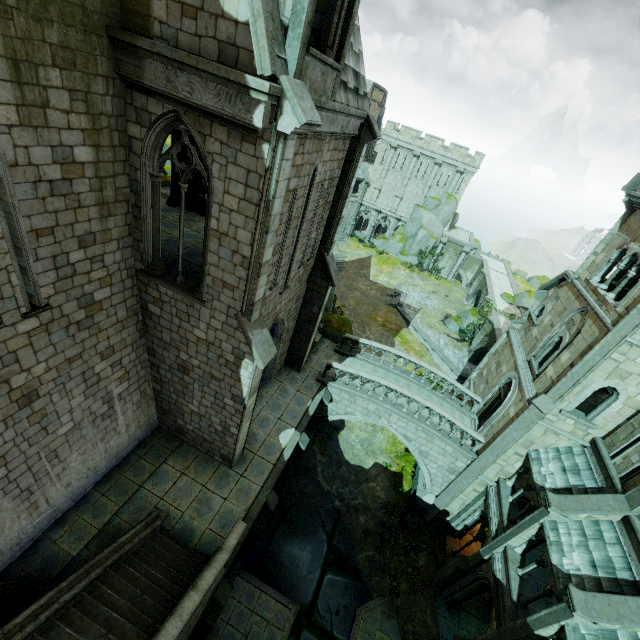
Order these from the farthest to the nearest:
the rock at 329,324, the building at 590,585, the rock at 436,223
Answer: the rock at 436,223
the rock at 329,324
the building at 590,585

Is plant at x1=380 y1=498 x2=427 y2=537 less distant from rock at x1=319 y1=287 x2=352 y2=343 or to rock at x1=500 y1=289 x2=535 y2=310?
rock at x1=319 y1=287 x2=352 y2=343

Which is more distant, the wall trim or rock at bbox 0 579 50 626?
the wall trim

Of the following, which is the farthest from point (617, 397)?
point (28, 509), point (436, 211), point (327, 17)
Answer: Result: point (436, 211)

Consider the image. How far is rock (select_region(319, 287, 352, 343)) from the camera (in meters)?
21.56

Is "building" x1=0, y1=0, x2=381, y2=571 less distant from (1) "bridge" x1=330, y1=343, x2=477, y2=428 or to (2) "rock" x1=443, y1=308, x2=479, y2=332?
(1) "bridge" x1=330, y1=343, x2=477, y2=428

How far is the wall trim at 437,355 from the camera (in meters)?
31.38

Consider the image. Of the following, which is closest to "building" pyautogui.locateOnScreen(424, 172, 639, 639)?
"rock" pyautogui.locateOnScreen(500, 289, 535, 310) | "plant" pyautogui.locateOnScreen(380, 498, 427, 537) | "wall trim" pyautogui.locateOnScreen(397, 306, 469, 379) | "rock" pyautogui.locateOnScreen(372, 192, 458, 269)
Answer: "plant" pyautogui.locateOnScreen(380, 498, 427, 537)
